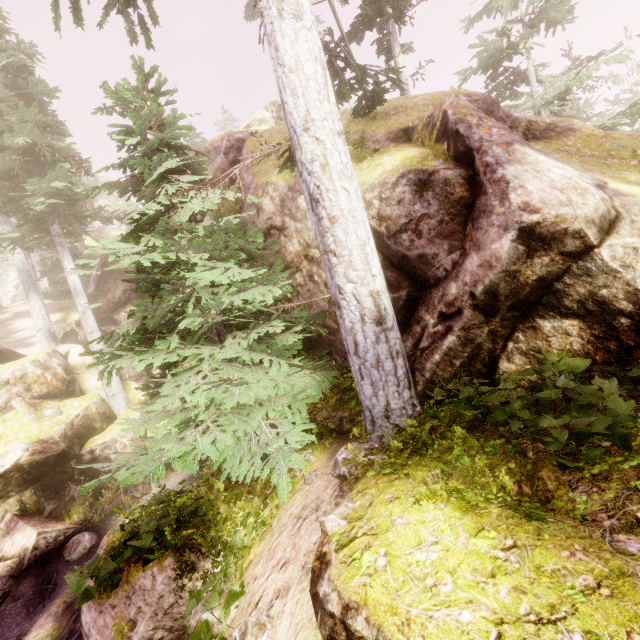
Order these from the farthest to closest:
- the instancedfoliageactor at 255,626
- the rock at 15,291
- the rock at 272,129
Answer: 1. the rock at 15,291
2. the rock at 272,129
3. the instancedfoliageactor at 255,626

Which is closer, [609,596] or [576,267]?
[609,596]

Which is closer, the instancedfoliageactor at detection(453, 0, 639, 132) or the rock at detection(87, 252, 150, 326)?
the instancedfoliageactor at detection(453, 0, 639, 132)

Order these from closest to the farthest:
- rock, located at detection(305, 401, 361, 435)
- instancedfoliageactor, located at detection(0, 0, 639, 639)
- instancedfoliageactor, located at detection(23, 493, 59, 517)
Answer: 1. instancedfoliageactor, located at detection(0, 0, 639, 639)
2. rock, located at detection(305, 401, 361, 435)
3. instancedfoliageactor, located at detection(23, 493, 59, 517)

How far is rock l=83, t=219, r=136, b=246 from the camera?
35.8m

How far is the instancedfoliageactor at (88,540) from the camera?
Result: 11.0m

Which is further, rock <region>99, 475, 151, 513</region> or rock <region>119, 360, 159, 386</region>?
rock <region>119, 360, 159, 386</region>
